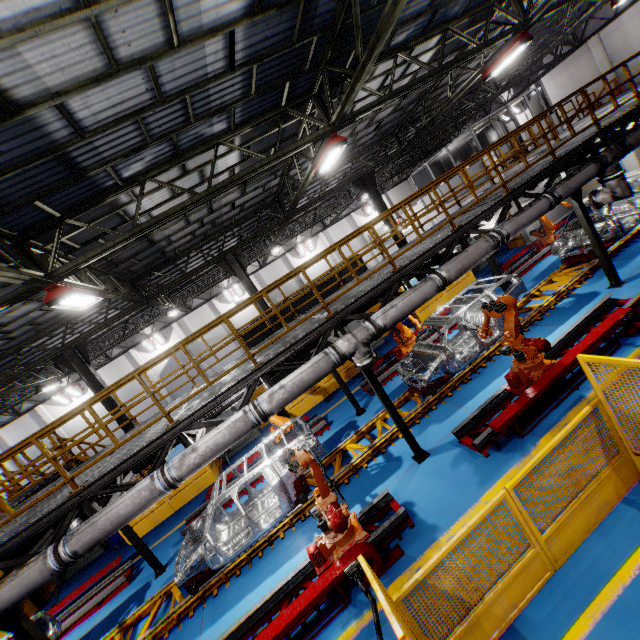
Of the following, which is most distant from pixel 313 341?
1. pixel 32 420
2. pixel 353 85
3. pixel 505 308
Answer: pixel 32 420

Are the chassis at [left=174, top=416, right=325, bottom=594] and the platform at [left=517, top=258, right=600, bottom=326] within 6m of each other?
yes

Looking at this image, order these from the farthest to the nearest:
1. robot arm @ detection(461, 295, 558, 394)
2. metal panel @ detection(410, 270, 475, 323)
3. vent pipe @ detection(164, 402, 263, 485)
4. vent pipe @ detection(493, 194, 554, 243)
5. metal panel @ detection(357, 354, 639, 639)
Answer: metal panel @ detection(410, 270, 475, 323) < vent pipe @ detection(493, 194, 554, 243) < robot arm @ detection(461, 295, 558, 394) < vent pipe @ detection(164, 402, 263, 485) < metal panel @ detection(357, 354, 639, 639)

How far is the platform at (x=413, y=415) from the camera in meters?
9.3

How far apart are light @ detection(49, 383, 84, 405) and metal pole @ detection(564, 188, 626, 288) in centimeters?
3220cm

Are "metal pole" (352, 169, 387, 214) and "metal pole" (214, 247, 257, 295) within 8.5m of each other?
yes

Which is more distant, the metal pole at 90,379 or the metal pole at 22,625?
the metal pole at 90,379

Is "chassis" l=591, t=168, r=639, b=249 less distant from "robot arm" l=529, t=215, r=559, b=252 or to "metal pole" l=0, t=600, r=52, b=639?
"robot arm" l=529, t=215, r=559, b=252
